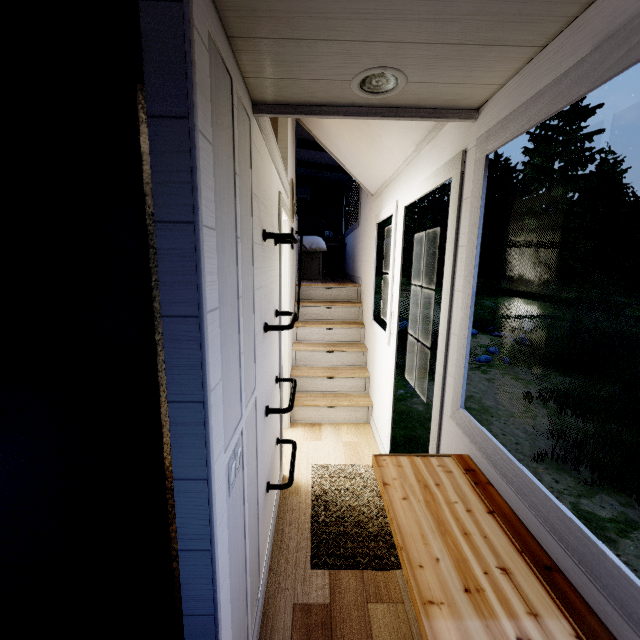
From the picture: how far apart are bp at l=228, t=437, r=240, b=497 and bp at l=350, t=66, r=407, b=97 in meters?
1.4

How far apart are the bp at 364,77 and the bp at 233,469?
1.44m

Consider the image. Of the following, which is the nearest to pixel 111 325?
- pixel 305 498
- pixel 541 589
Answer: pixel 541 589

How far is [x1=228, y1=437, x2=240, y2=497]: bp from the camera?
1.1 meters

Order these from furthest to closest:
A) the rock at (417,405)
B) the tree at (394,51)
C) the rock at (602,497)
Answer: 1. the rock at (417,405)
2. the rock at (602,497)
3. the tree at (394,51)

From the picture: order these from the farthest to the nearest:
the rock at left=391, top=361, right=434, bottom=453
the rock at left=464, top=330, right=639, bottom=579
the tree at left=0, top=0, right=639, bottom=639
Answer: the rock at left=391, top=361, right=434, bottom=453, the rock at left=464, top=330, right=639, bottom=579, the tree at left=0, top=0, right=639, bottom=639

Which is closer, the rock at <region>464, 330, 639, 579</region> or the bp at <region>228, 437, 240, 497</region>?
the bp at <region>228, 437, 240, 497</region>

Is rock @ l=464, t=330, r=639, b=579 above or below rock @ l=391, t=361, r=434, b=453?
above
